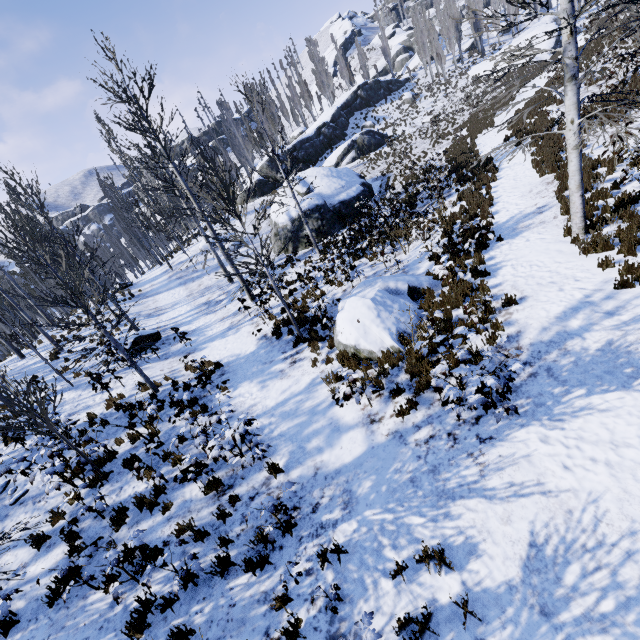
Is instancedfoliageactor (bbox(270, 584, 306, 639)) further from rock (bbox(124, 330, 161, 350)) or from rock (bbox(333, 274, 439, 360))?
rock (bbox(333, 274, 439, 360))

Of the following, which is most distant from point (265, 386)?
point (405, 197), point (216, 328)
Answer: point (405, 197)

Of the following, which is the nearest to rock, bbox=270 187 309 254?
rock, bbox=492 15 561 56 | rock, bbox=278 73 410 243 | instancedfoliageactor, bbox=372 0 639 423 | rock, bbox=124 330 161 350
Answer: instancedfoliageactor, bbox=372 0 639 423

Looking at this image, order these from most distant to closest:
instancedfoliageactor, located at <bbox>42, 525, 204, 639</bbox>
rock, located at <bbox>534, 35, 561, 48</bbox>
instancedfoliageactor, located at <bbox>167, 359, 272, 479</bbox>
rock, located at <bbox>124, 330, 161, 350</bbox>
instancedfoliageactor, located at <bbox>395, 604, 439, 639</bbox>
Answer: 1. rock, located at <bbox>534, 35, 561, 48</bbox>
2. rock, located at <bbox>124, 330, 161, 350</bbox>
3. instancedfoliageactor, located at <bbox>167, 359, 272, 479</bbox>
4. instancedfoliageactor, located at <bbox>42, 525, 204, 639</bbox>
5. instancedfoliageactor, located at <bbox>395, 604, 439, 639</bbox>

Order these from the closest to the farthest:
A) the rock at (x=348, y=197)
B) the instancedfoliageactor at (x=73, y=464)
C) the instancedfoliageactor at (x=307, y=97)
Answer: the instancedfoliageactor at (x=73, y=464) < the rock at (x=348, y=197) < the instancedfoliageactor at (x=307, y=97)

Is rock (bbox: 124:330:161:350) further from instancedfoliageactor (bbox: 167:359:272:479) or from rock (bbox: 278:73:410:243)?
rock (bbox: 278:73:410:243)

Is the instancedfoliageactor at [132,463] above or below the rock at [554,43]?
below

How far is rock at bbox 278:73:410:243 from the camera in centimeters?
2034cm
